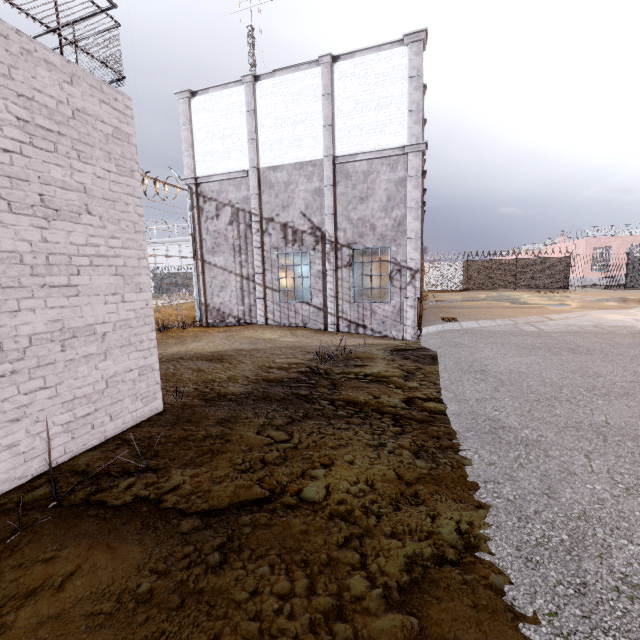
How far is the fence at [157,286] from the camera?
39.8m

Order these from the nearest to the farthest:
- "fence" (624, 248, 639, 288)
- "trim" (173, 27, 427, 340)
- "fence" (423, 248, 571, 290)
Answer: "trim" (173, 27, 427, 340) < "fence" (624, 248, 639, 288) < "fence" (423, 248, 571, 290)

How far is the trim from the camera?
10.3 meters

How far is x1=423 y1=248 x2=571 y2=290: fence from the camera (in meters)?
27.94

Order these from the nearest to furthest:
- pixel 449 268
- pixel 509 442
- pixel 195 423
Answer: pixel 509 442 < pixel 195 423 < pixel 449 268

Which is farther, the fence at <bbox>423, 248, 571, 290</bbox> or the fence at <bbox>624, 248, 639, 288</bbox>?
the fence at <bbox>423, 248, 571, 290</bbox>
